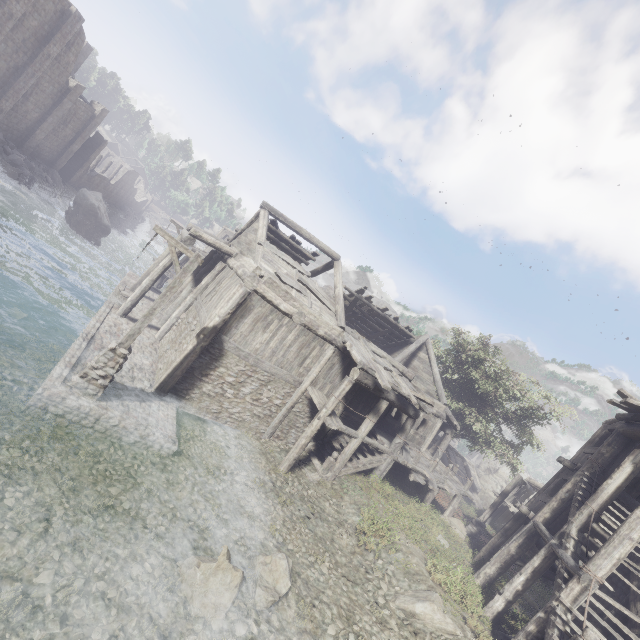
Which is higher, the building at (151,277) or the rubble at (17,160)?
the building at (151,277)

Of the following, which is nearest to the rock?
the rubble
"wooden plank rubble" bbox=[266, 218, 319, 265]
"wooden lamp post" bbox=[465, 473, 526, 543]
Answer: "wooden lamp post" bbox=[465, 473, 526, 543]

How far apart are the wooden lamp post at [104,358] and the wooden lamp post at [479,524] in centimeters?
2040cm

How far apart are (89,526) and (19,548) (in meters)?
1.17

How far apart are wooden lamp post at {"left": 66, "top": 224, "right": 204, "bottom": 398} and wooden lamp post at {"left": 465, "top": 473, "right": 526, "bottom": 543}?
20.4m

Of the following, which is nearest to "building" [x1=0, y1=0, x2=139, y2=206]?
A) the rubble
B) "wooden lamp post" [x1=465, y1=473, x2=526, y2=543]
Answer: the rubble

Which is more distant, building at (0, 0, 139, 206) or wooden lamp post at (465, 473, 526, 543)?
building at (0, 0, 139, 206)

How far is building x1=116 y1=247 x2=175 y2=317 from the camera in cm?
1502
